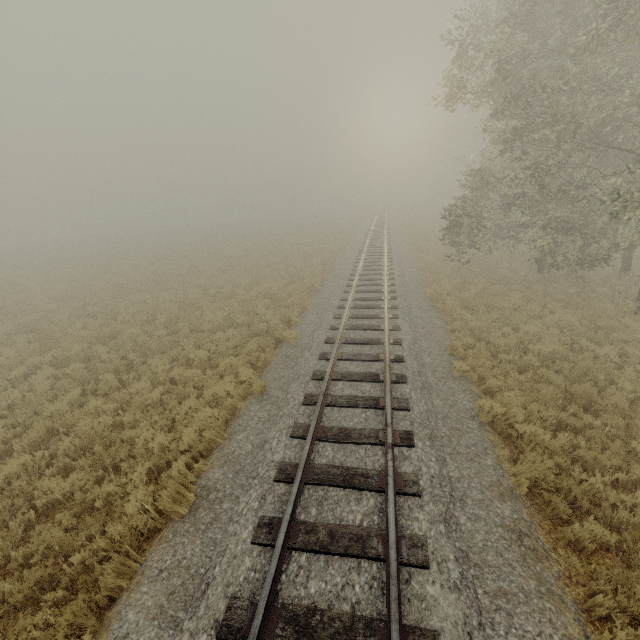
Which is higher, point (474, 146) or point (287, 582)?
point (474, 146)
